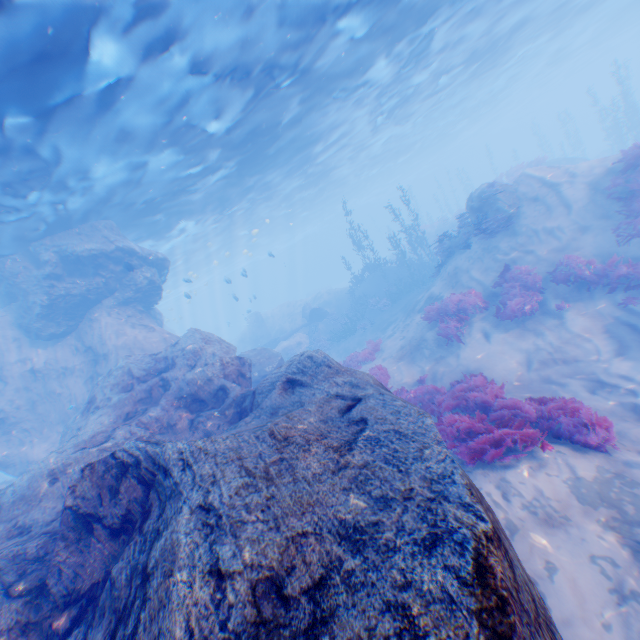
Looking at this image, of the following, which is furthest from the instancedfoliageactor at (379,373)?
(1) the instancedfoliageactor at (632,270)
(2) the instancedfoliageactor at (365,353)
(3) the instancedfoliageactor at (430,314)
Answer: (1) the instancedfoliageactor at (632,270)

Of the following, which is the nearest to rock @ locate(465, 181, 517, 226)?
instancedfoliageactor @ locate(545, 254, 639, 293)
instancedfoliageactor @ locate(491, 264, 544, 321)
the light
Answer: the light

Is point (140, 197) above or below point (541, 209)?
above

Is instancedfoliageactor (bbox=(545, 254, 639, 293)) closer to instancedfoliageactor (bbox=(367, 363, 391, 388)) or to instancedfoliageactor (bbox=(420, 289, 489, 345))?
instancedfoliageactor (bbox=(420, 289, 489, 345))

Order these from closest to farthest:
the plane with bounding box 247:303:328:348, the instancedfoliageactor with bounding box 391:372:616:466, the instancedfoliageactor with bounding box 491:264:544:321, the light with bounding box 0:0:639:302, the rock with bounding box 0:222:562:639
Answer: the rock with bounding box 0:222:562:639, the instancedfoliageactor with bounding box 391:372:616:466, the light with bounding box 0:0:639:302, the instancedfoliageactor with bounding box 491:264:544:321, the plane with bounding box 247:303:328:348

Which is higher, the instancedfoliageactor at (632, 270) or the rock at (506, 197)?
the rock at (506, 197)

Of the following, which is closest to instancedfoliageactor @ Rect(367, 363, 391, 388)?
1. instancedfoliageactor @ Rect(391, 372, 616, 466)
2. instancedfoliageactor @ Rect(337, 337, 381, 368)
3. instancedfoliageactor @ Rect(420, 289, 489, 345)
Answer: instancedfoliageactor @ Rect(391, 372, 616, 466)

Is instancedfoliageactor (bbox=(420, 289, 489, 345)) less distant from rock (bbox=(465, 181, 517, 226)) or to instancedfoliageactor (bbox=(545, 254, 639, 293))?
instancedfoliageactor (bbox=(545, 254, 639, 293))
